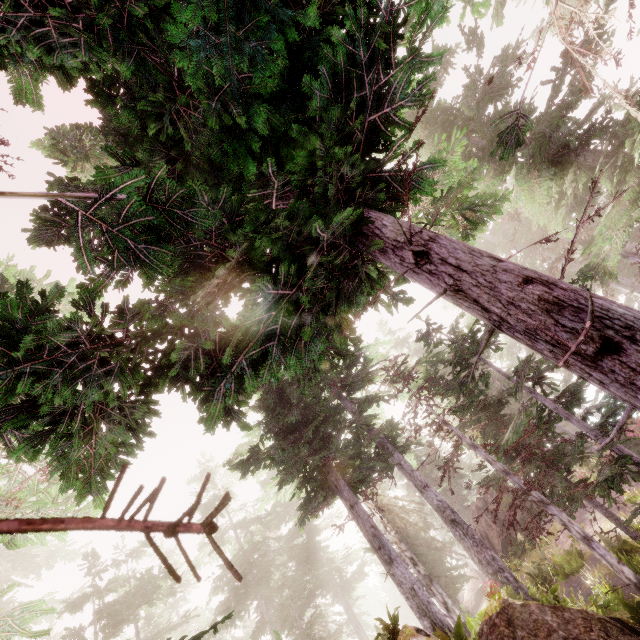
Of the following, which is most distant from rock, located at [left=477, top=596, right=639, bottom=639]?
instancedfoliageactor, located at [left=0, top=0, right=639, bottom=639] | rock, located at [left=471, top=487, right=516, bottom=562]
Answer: rock, located at [left=471, top=487, right=516, bottom=562]

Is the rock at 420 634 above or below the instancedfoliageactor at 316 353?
below

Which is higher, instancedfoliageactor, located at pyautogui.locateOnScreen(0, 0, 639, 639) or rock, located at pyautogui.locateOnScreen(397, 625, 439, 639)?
instancedfoliageactor, located at pyautogui.locateOnScreen(0, 0, 639, 639)

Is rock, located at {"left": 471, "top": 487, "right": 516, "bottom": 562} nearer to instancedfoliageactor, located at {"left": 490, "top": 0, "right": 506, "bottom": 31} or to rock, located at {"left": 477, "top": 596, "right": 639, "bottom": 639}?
instancedfoliageactor, located at {"left": 490, "top": 0, "right": 506, "bottom": 31}

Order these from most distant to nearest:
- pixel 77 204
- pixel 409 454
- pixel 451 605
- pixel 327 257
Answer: pixel 409 454
pixel 451 605
pixel 327 257
pixel 77 204

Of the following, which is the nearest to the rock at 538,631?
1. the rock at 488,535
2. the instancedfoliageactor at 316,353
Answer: the instancedfoliageactor at 316,353

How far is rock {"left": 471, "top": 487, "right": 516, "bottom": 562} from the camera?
23.02m
